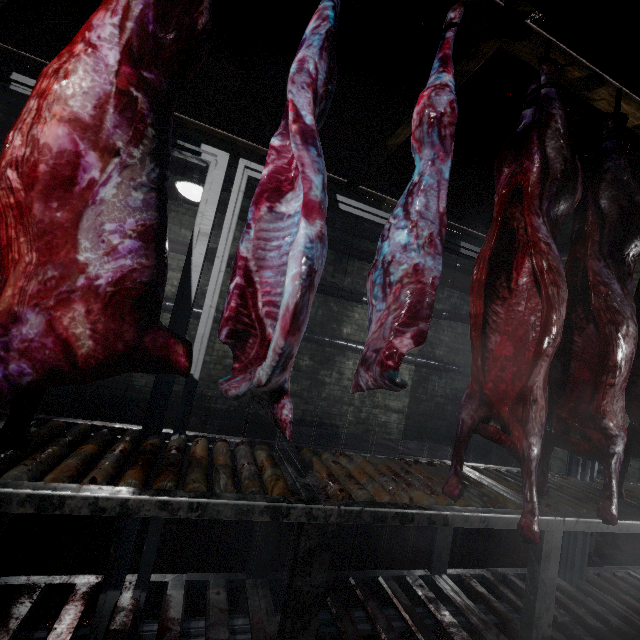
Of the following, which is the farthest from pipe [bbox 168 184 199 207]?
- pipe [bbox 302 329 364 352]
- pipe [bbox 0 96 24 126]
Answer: pipe [bbox 302 329 364 352]

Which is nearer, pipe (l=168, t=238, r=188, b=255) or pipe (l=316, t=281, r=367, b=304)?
pipe (l=168, t=238, r=188, b=255)

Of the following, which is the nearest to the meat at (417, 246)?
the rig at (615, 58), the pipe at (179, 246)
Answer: the rig at (615, 58)

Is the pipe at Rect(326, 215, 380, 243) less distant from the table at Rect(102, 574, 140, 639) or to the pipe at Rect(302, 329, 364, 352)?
the pipe at Rect(302, 329, 364, 352)

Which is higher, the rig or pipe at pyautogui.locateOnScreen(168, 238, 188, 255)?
the rig

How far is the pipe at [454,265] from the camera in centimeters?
618cm

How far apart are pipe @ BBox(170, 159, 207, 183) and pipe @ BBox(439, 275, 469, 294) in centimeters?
18cm

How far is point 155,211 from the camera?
0.9m
